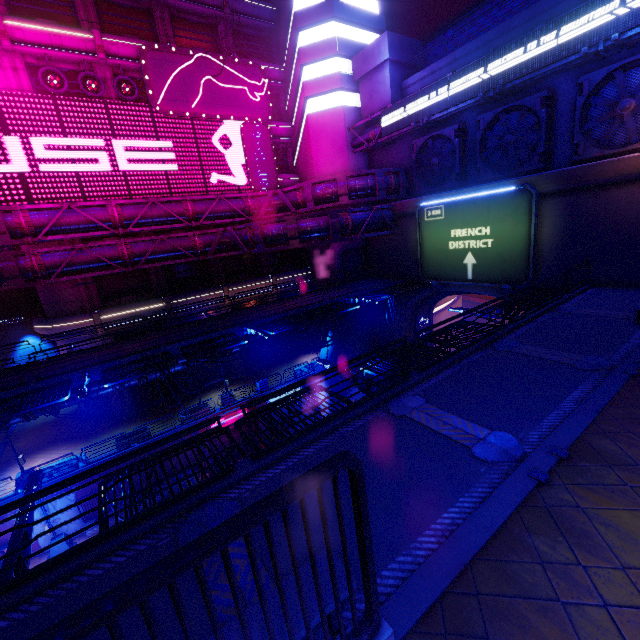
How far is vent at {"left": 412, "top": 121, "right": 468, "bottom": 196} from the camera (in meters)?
22.39

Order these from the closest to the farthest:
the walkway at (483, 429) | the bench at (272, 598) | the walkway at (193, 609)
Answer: the bench at (272, 598) → the walkway at (193, 609) → the walkway at (483, 429)

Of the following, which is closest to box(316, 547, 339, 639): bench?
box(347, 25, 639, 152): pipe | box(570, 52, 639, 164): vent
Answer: box(347, 25, 639, 152): pipe

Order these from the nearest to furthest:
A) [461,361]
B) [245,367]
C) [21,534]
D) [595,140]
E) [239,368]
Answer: [21,534] → [461,361] → [595,140] → [239,368] → [245,367]

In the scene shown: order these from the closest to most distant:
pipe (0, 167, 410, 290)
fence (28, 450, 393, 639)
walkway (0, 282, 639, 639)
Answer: fence (28, 450, 393, 639)
walkway (0, 282, 639, 639)
pipe (0, 167, 410, 290)

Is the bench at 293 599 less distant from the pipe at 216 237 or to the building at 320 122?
the pipe at 216 237

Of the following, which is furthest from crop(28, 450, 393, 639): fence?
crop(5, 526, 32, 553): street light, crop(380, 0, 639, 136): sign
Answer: crop(380, 0, 639, 136): sign

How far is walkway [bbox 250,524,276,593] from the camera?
4.3 meters
